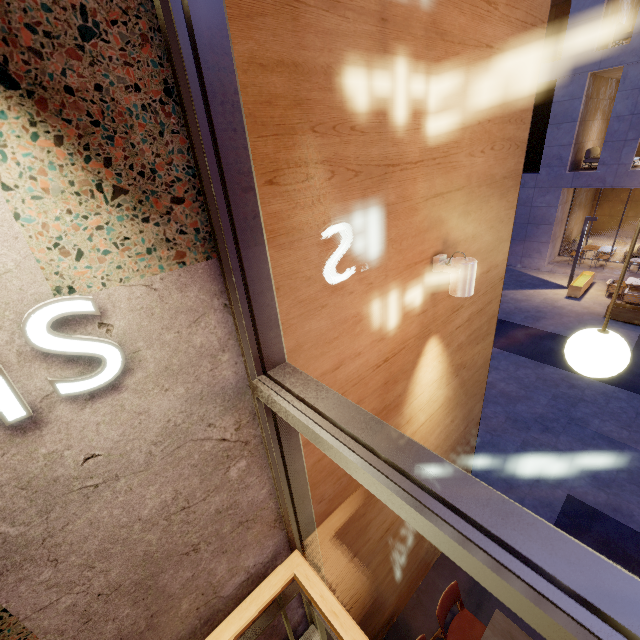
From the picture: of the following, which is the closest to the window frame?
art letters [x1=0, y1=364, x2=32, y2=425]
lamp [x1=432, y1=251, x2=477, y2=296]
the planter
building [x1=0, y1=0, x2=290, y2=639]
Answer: building [x1=0, y1=0, x2=290, y2=639]

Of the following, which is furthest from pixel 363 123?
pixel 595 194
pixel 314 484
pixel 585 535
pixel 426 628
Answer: pixel 595 194

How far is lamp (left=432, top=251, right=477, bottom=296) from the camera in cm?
211

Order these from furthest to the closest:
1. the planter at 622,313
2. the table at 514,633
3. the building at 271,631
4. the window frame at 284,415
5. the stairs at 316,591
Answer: the planter at 622,313
the table at 514,633
the building at 271,631
the stairs at 316,591
the window frame at 284,415

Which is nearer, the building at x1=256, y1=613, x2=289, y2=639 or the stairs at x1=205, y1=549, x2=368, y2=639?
the stairs at x1=205, y1=549, x2=368, y2=639

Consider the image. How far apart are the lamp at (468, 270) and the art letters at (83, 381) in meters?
1.9

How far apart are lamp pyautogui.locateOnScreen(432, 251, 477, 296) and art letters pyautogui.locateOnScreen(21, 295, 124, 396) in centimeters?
193cm

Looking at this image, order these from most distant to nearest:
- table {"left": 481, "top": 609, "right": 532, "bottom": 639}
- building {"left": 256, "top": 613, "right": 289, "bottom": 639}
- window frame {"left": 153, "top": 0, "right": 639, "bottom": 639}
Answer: table {"left": 481, "top": 609, "right": 532, "bottom": 639} → building {"left": 256, "top": 613, "right": 289, "bottom": 639} → window frame {"left": 153, "top": 0, "right": 639, "bottom": 639}
